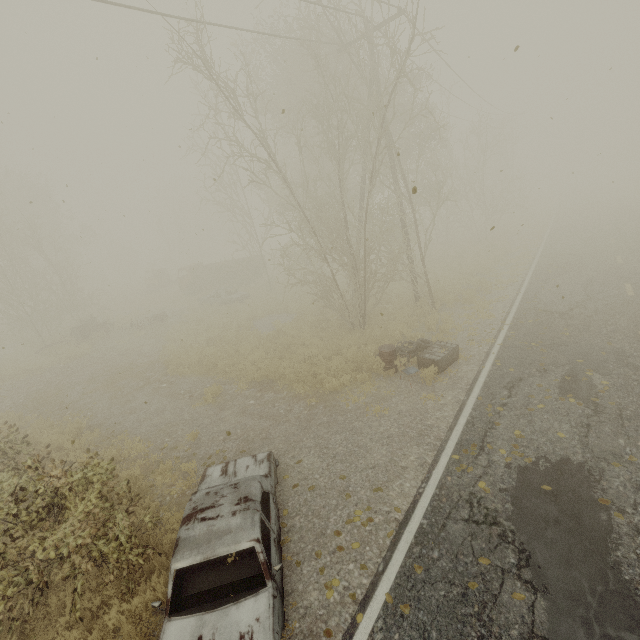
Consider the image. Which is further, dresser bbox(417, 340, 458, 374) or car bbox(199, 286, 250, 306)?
car bbox(199, 286, 250, 306)

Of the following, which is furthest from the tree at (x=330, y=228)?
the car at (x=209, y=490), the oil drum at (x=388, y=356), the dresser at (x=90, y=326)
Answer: the car at (x=209, y=490)

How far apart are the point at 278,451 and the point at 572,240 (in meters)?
24.50

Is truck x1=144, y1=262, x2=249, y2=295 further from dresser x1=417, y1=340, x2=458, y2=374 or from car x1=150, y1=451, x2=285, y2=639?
car x1=150, y1=451, x2=285, y2=639

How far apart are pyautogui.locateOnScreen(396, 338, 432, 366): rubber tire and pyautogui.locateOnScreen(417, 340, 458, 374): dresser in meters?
0.2 m

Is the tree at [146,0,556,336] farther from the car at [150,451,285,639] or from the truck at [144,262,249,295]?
the car at [150,451,285,639]

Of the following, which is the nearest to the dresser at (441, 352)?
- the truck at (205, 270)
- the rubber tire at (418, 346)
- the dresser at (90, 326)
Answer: the rubber tire at (418, 346)

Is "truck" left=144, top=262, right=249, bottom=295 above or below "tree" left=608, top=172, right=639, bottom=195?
above
